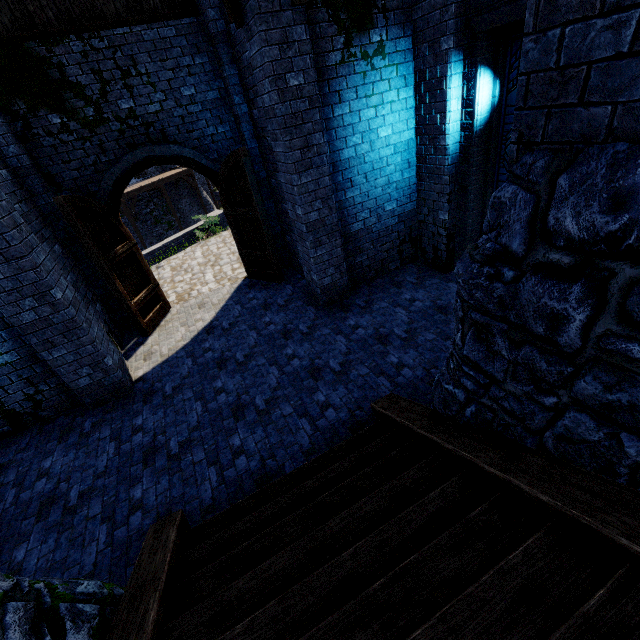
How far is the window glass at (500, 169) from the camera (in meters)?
5.12

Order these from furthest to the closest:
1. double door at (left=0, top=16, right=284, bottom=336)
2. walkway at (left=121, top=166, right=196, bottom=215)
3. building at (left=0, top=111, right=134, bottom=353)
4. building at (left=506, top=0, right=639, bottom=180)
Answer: walkway at (left=121, top=166, right=196, bottom=215) < double door at (left=0, top=16, right=284, bottom=336) < building at (left=0, top=111, right=134, bottom=353) < building at (left=506, top=0, right=639, bottom=180)

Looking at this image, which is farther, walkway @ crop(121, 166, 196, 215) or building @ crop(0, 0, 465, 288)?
walkway @ crop(121, 166, 196, 215)

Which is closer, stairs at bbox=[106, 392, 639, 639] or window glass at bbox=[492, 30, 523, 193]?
stairs at bbox=[106, 392, 639, 639]

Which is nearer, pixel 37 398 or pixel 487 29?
pixel 487 29

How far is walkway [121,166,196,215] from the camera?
23.0 meters

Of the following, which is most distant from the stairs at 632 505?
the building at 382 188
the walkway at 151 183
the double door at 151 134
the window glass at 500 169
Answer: the walkway at 151 183

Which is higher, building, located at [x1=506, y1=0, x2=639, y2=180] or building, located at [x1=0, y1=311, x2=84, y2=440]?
building, located at [x1=506, y1=0, x2=639, y2=180]
